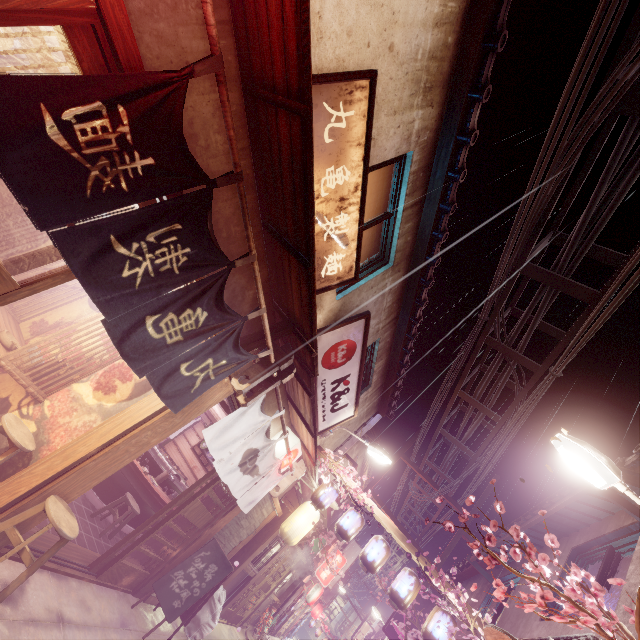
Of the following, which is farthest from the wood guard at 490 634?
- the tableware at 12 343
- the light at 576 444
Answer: the tableware at 12 343

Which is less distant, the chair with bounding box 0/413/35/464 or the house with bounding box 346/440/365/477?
the chair with bounding box 0/413/35/464

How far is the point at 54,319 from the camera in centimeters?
964cm

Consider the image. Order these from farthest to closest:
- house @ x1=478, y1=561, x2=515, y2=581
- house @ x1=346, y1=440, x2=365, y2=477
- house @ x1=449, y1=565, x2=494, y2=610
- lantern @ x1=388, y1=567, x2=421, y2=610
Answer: house @ x1=346, y1=440, x2=365, y2=477, house @ x1=449, y1=565, x2=494, y2=610, house @ x1=478, y1=561, x2=515, y2=581, lantern @ x1=388, y1=567, x2=421, y2=610

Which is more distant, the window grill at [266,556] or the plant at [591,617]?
the window grill at [266,556]

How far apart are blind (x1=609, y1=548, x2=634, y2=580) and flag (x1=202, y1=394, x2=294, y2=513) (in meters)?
9.86

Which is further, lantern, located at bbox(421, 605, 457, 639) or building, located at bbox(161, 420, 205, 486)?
building, located at bbox(161, 420, 205, 486)

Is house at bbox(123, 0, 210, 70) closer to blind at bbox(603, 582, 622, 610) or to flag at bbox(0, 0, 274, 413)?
flag at bbox(0, 0, 274, 413)
